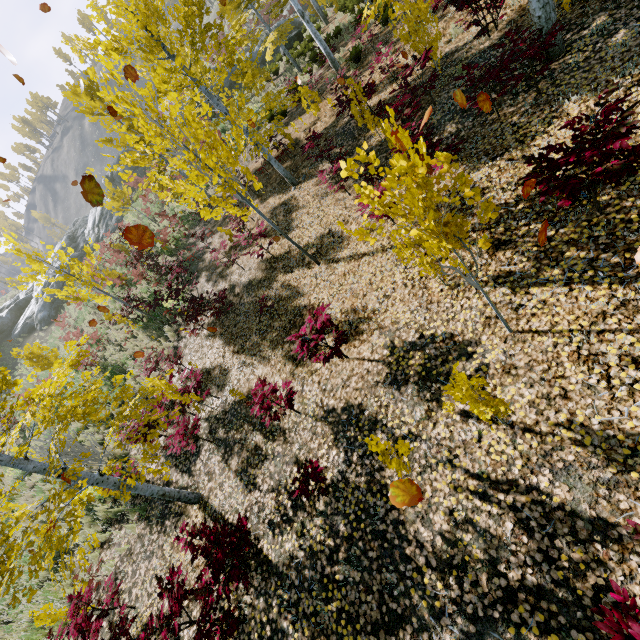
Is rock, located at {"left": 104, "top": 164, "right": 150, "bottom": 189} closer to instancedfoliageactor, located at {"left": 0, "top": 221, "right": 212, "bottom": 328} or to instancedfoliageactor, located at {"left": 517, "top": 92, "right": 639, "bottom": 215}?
instancedfoliageactor, located at {"left": 0, "top": 221, "right": 212, "bottom": 328}

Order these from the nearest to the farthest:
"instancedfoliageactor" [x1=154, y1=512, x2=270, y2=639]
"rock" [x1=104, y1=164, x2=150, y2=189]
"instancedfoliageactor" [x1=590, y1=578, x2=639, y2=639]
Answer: "instancedfoliageactor" [x1=590, y1=578, x2=639, y2=639] → "instancedfoliageactor" [x1=154, y1=512, x2=270, y2=639] → "rock" [x1=104, y1=164, x2=150, y2=189]

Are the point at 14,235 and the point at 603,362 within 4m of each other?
no

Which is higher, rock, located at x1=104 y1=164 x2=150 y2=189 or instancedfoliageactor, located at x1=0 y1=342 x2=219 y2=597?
rock, located at x1=104 y1=164 x2=150 y2=189

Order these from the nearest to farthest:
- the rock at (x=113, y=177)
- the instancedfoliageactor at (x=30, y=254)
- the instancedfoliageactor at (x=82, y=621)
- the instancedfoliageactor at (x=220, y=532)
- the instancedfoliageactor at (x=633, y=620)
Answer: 1. the instancedfoliageactor at (x=633, y=620)
2. the instancedfoliageactor at (x=220, y=532)
3. the instancedfoliageactor at (x=82, y=621)
4. the instancedfoliageactor at (x=30, y=254)
5. the rock at (x=113, y=177)

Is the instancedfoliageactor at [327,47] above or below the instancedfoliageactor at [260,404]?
above
